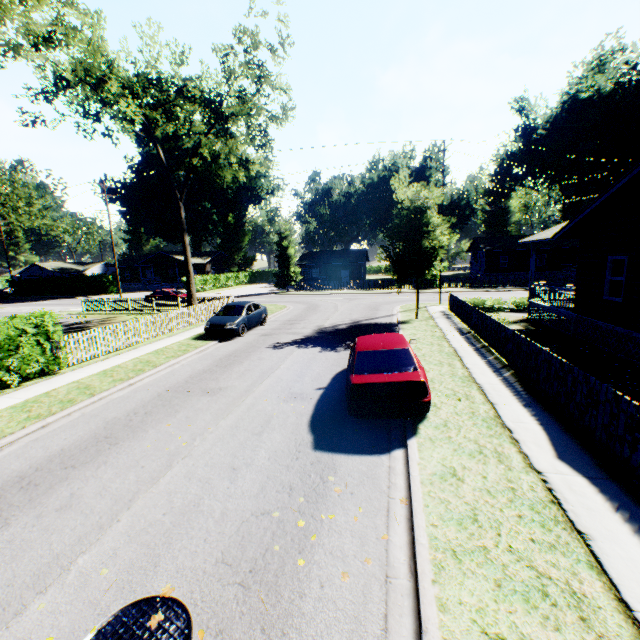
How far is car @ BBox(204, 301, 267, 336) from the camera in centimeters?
1627cm

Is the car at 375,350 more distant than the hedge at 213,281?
No

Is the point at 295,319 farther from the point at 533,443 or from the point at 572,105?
the point at 572,105

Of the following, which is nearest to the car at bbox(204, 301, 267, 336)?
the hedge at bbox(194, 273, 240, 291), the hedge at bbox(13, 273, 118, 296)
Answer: the hedge at bbox(194, 273, 240, 291)

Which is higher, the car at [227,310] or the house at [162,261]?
the house at [162,261]

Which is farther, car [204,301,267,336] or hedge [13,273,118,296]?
hedge [13,273,118,296]

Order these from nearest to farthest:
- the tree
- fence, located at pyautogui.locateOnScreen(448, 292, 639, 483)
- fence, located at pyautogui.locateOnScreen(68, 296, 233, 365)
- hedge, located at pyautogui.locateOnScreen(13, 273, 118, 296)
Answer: fence, located at pyautogui.locateOnScreen(448, 292, 639, 483)
fence, located at pyautogui.locateOnScreen(68, 296, 233, 365)
the tree
hedge, located at pyautogui.locateOnScreen(13, 273, 118, 296)

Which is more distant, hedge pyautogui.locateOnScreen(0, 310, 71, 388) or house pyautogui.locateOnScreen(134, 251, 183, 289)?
house pyautogui.locateOnScreen(134, 251, 183, 289)
